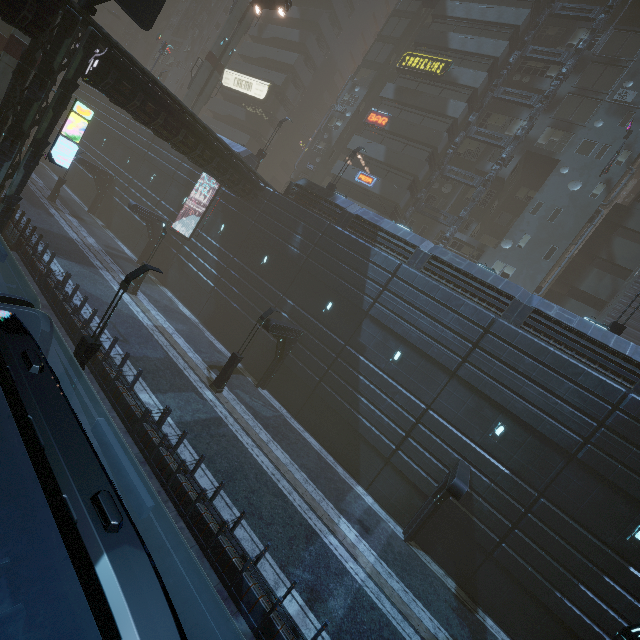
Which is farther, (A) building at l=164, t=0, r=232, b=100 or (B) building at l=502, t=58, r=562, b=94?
(A) building at l=164, t=0, r=232, b=100

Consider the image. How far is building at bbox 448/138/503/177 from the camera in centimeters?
3014cm

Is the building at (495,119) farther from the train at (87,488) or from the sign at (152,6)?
the train at (87,488)

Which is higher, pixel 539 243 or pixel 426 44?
pixel 426 44

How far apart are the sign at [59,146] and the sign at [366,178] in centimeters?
2269cm

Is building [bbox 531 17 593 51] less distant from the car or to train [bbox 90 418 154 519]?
the car

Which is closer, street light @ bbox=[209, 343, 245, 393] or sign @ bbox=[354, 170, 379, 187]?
street light @ bbox=[209, 343, 245, 393]

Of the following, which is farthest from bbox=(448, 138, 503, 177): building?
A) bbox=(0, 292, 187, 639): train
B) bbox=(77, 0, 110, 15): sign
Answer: bbox=(0, 292, 187, 639): train
